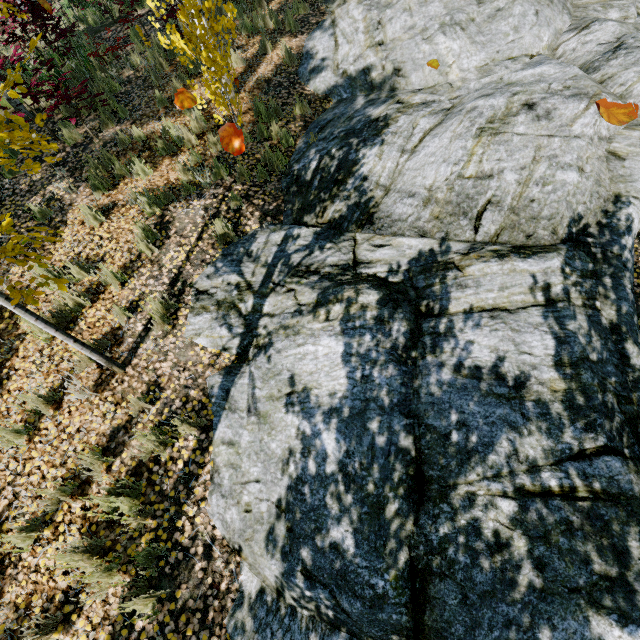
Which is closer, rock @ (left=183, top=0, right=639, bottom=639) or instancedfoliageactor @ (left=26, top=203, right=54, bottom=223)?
rock @ (left=183, top=0, right=639, bottom=639)

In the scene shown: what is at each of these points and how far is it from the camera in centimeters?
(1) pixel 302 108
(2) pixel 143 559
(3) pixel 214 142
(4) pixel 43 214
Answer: (1) instancedfoliageactor, 642cm
(2) instancedfoliageactor, 299cm
(3) instancedfoliageactor, 592cm
(4) instancedfoliageactor, 529cm

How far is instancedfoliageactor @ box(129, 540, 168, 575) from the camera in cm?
295

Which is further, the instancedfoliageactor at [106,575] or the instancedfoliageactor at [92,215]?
the instancedfoliageactor at [92,215]

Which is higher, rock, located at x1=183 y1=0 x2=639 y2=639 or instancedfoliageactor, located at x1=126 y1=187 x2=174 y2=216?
instancedfoliageactor, located at x1=126 y1=187 x2=174 y2=216

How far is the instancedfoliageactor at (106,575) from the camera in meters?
2.8 m
